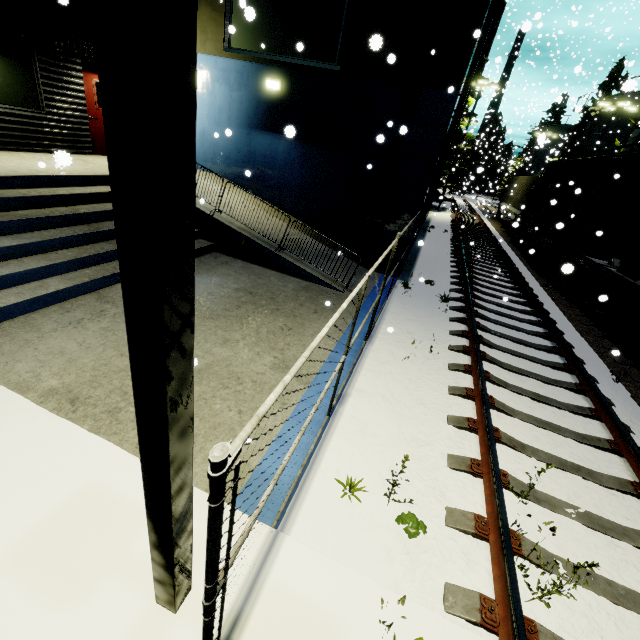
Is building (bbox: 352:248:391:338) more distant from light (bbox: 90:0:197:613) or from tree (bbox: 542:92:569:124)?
light (bbox: 90:0:197:613)

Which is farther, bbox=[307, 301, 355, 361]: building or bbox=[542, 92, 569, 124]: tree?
bbox=[542, 92, 569, 124]: tree

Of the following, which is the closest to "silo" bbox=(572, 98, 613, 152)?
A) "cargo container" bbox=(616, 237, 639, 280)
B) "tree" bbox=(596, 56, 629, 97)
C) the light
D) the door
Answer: "tree" bbox=(596, 56, 629, 97)

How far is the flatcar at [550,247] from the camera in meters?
13.1

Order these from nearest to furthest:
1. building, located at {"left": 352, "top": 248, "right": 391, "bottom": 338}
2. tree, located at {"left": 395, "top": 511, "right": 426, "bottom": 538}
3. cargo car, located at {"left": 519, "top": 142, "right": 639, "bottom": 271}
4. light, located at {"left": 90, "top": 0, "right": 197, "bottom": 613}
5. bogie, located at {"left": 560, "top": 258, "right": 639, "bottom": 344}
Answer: light, located at {"left": 90, "top": 0, "right": 197, "bottom": 613}
tree, located at {"left": 395, "top": 511, "right": 426, "bottom": 538}
building, located at {"left": 352, "top": 248, "right": 391, "bottom": 338}
bogie, located at {"left": 560, "top": 258, "right": 639, "bottom": 344}
cargo car, located at {"left": 519, "top": 142, "right": 639, "bottom": 271}

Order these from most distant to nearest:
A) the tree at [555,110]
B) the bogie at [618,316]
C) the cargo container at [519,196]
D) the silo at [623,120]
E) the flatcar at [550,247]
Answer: the tree at [555,110], the silo at [623,120], the cargo container at [519,196], the flatcar at [550,247], the bogie at [618,316]

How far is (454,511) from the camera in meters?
3.4 m

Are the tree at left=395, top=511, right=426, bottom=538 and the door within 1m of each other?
no
